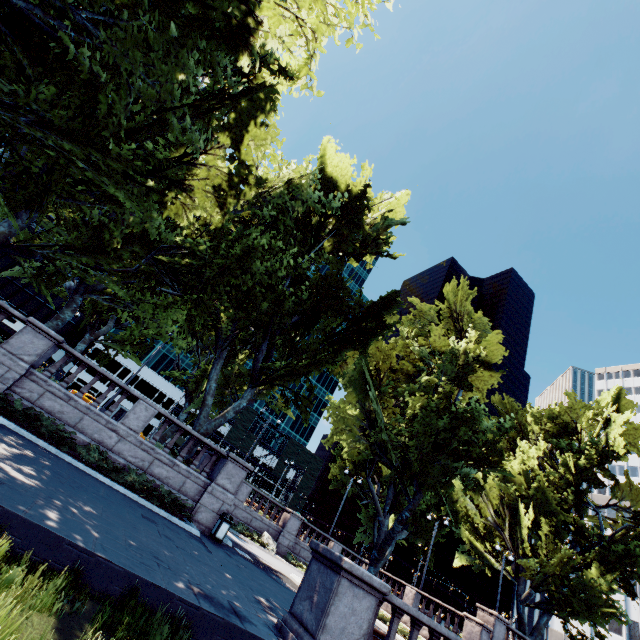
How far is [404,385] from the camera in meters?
26.5

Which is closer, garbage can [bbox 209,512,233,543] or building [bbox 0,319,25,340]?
garbage can [bbox 209,512,233,543]

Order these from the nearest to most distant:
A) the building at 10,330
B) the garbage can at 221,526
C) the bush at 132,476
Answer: the bush at 132,476, the garbage can at 221,526, the building at 10,330

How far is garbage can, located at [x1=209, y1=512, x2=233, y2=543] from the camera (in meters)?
13.60

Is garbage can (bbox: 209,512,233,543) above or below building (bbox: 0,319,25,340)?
Answer: below

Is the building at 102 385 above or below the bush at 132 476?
above

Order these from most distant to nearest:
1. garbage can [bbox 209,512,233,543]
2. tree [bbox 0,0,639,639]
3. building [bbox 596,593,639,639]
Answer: building [bbox 596,593,639,639], garbage can [bbox 209,512,233,543], tree [bbox 0,0,639,639]

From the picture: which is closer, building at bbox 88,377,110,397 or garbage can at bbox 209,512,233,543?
garbage can at bbox 209,512,233,543
